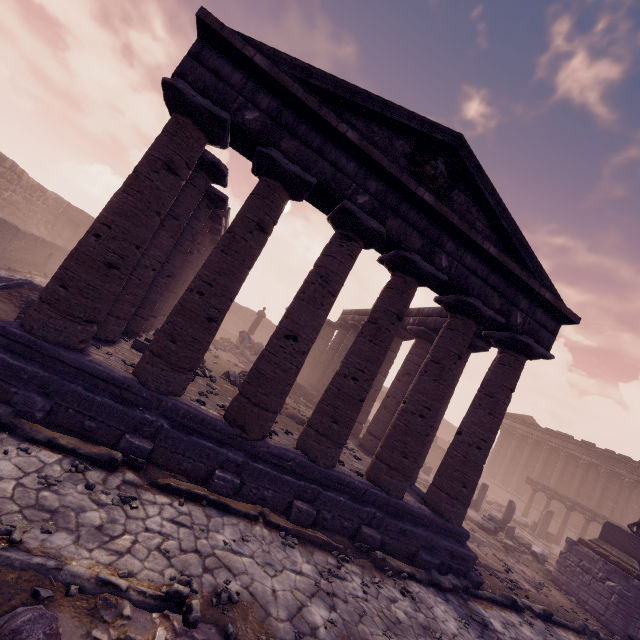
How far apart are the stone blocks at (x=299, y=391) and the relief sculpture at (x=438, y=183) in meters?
12.9

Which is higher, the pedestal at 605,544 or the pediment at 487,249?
the pediment at 487,249

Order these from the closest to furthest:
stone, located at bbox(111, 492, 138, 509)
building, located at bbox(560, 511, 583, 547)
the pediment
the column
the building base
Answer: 1. stone, located at bbox(111, 492, 138, 509)
2. the building base
3. the pediment
4. the column
5. building, located at bbox(560, 511, 583, 547)

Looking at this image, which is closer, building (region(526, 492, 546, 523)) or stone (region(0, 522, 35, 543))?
stone (region(0, 522, 35, 543))

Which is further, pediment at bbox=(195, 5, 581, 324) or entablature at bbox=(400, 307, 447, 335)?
entablature at bbox=(400, 307, 447, 335)

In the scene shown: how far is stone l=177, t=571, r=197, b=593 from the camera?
3.9m

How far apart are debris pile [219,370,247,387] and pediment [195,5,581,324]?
6.9m

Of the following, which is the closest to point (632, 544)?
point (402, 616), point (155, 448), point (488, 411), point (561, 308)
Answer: point (488, 411)
